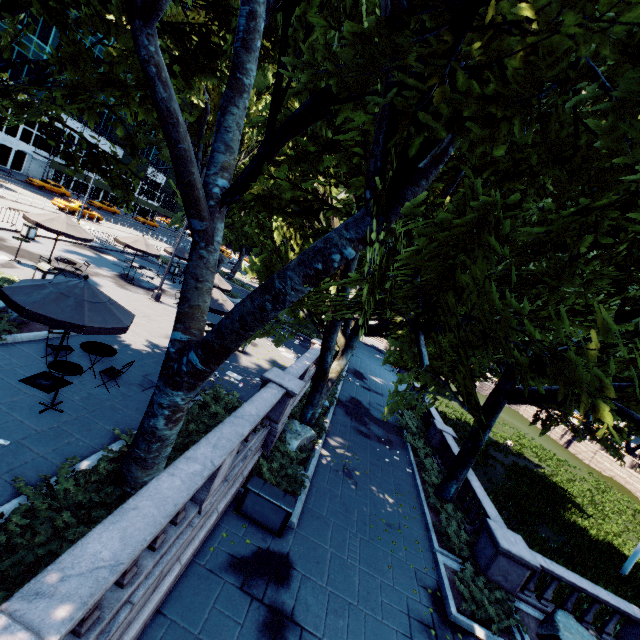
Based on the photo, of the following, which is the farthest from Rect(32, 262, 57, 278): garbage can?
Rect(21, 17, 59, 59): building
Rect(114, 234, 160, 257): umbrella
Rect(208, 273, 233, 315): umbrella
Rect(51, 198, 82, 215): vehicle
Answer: Rect(21, 17, 59, 59): building

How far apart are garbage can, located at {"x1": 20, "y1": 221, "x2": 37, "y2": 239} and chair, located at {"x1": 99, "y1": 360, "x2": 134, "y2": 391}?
16.53m

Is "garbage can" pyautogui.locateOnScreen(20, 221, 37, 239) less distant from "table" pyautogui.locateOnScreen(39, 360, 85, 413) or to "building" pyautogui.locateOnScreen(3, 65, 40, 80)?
"table" pyautogui.locateOnScreen(39, 360, 85, 413)

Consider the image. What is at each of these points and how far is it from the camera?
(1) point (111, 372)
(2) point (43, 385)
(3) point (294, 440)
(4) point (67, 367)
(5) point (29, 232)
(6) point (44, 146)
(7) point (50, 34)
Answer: (1) chair, 9.5m
(2) umbrella, 8.4m
(3) rock, 13.4m
(4) table, 7.7m
(5) garbage can, 19.6m
(6) building, 49.8m
(7) building, 44.2m

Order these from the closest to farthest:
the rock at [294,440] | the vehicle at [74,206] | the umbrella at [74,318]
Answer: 1. the umbrella at [74,318]
2. the rock at [294,440]
3. the vehicle at [74,206]

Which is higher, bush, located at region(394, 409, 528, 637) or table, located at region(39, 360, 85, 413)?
table, located at region(39, 360, 85, 413)

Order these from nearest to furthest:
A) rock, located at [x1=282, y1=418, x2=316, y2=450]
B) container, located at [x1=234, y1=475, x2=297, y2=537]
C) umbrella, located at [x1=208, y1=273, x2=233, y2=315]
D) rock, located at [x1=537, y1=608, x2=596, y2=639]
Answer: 1. container, located at [x1=234, y1=475, x2=297, y2=537]
2. rock, located at [x1=537, y1=608, x2=596, y2=639]
3. rock, located at [x1=282, y1=418, x2=316, y2=450]
4. umbrella, located at [x1=208, y1=273, x2=233, y2=315]

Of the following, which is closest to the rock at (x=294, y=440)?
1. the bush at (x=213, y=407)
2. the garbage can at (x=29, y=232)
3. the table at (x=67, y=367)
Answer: the bush at (x=213, y=407)
